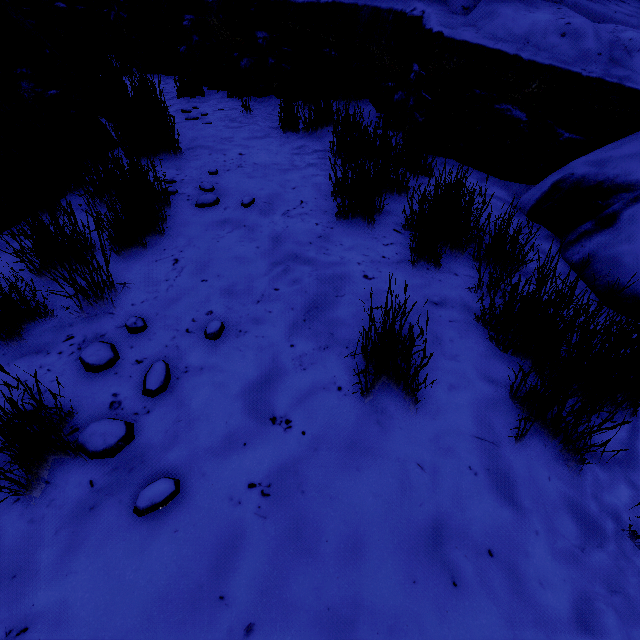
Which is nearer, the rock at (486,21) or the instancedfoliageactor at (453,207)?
the instancedfoliageactor at (453,207)

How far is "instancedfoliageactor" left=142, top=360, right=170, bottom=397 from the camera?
1.3 meters

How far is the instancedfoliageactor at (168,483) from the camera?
1.0 meters

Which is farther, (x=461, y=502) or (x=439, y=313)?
(x=439, y=313)

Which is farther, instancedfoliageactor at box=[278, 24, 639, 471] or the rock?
the rock

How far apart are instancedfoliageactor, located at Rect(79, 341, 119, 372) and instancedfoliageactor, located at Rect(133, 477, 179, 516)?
0.2 meters

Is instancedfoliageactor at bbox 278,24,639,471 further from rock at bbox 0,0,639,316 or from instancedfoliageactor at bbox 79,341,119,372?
instancedfoliageactor at bbox 79,341,119,372
